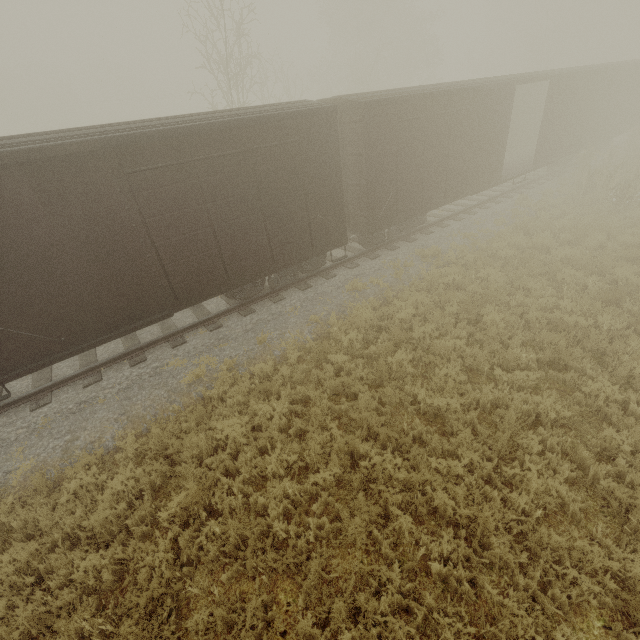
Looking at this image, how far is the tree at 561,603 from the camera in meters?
3.7

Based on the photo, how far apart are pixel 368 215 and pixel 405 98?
3.4m

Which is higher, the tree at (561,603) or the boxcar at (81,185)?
the boxcar at (81,185)

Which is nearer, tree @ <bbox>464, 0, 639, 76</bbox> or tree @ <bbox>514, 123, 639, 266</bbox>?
tree @ <bbox>514, 123, 639, 266</bbox>

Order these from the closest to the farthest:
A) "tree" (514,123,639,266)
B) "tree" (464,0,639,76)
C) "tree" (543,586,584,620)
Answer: "tree" (543,586,584,620), "tree" (514,123,639,266), "tree" (464,0,639,76)

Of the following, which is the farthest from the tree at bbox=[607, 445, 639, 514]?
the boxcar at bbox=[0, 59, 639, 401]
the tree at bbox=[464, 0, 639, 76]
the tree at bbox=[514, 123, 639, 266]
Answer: the tree at bbox=[464, 0, 639, 76]

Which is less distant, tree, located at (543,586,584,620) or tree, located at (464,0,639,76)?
tree, located at (543,586,584,620)

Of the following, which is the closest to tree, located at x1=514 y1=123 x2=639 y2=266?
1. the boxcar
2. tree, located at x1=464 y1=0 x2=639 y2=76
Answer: the boxcar
